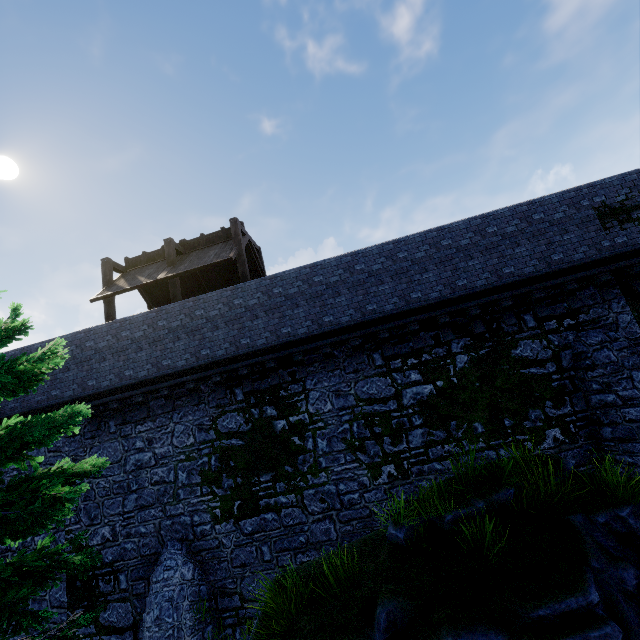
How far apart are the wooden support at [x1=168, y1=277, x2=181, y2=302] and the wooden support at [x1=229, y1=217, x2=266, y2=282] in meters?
2.6

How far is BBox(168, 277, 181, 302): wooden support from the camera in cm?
1295

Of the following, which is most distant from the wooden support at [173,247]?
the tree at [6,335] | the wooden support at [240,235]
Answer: the tree at [6,335]

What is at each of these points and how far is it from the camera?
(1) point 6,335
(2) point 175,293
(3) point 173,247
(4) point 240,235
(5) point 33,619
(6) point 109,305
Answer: (1) tree, 5.6 meters
(2) wooden support, 13.0 meters
(3) wooden support, 13.6 meters
(4) wooden support, 13.2 meters
(5) tree, 3.6 meters
(6) wooden support, 13.4 meters

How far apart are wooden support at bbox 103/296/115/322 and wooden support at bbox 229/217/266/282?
5.59m

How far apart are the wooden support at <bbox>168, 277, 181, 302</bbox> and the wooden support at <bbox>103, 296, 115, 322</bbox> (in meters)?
2.66

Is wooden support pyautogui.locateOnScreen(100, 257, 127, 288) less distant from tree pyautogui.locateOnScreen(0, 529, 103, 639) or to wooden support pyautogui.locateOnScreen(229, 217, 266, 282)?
wooden support pyautogui.locateOnScreen(229, 217, 266, 282)

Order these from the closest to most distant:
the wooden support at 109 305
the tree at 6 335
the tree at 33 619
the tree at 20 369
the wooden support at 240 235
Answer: the tree at 33 619, the tree at 20 369, the tree at 6 335, the wooden support at 240 235, the wooden support at 109 305
